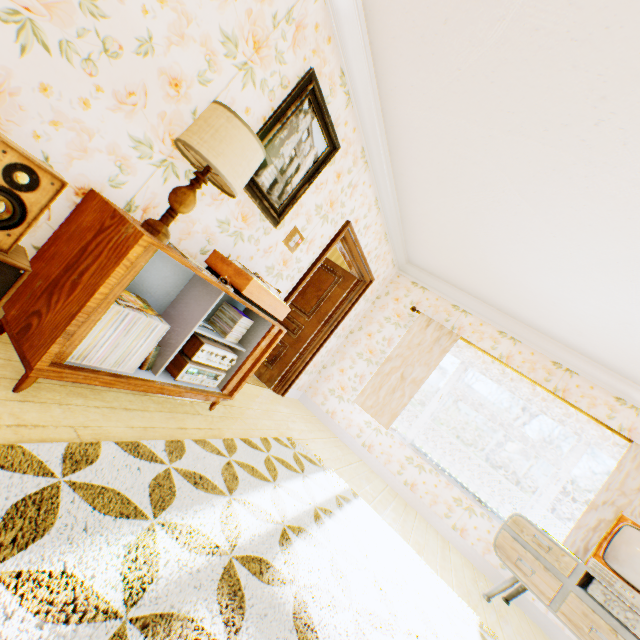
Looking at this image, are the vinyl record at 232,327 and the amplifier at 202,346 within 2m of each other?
yes

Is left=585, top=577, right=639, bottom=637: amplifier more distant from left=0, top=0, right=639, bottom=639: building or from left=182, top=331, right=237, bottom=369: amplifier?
left=182, top=331, right=237, bottom=369: amplifier

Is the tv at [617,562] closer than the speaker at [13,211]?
No

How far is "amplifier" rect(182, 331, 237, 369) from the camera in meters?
2.3 m

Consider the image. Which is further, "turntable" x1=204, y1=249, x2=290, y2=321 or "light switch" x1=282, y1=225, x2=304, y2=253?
"light switch" x1=282, y1=225, x2=304, y2=253

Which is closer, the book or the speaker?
the speaker

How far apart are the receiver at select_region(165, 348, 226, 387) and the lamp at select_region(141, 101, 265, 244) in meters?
0.8

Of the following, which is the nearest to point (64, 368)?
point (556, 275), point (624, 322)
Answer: point (556, 275)
